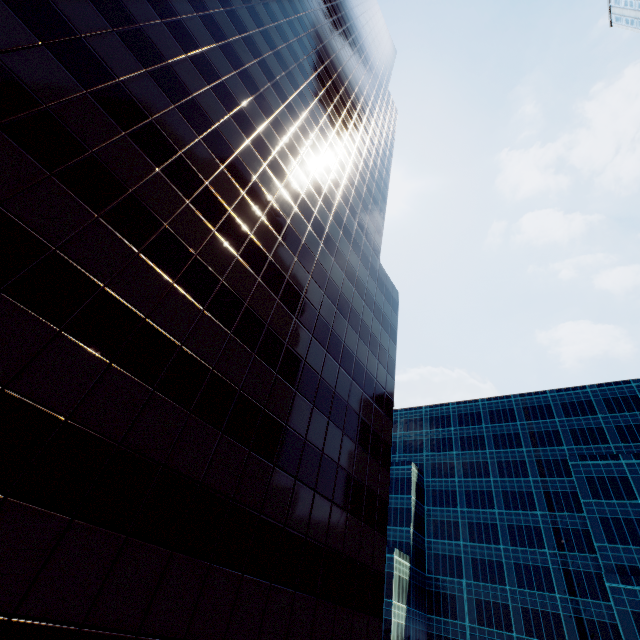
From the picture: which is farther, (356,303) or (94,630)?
(356,303)
